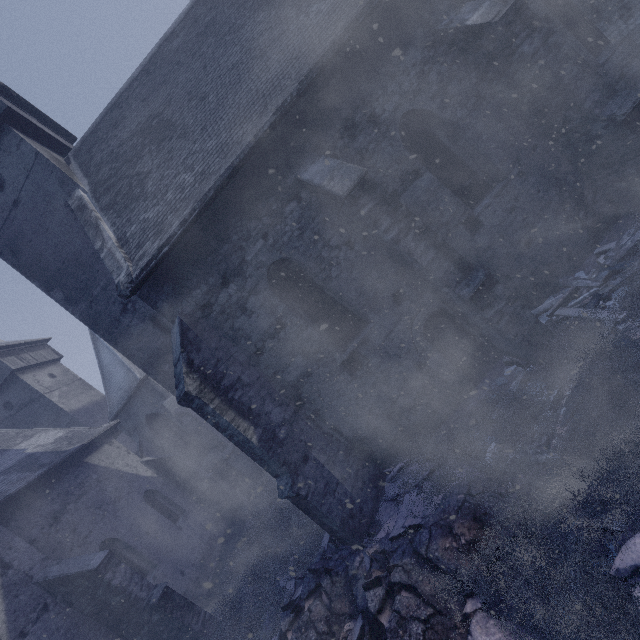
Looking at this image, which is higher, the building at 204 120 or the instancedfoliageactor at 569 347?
→ the building at 204 120

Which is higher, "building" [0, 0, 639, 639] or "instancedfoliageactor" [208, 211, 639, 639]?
"building" [0, 0, 639, 639]

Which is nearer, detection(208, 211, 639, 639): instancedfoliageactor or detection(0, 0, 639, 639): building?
detection(208, 211, 639, 639): instancedfoliageactor

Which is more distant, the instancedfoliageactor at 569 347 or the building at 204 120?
the building at 204 120

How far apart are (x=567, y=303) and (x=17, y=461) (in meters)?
18.01
